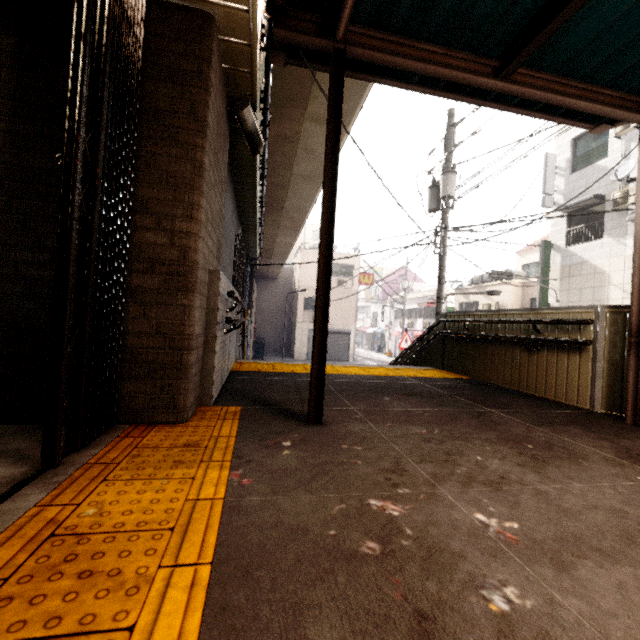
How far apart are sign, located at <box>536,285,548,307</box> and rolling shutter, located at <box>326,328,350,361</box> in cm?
1439

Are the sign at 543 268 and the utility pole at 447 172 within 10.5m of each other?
yes

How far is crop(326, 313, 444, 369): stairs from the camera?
Result: 6.6m

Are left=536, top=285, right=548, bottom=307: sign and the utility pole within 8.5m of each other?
yes

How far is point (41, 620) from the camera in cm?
80

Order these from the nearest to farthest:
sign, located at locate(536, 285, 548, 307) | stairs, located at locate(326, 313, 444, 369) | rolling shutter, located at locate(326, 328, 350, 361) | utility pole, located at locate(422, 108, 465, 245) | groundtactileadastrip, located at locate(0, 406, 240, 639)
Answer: groundtactileadastrip, located at locate(0, 406, 240, 639), stairs, located at locate(326, 313, 444, 369), utility pole, located at locate(422, 108, 465, 245), sign, located at locate(536, 285, 548, 307), rolling shutter, located at locate(326, 328, 350, 361)

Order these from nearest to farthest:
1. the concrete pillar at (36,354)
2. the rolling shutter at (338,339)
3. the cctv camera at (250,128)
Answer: the concrete pillar at (36,354)
the cctv camera at (250,128)
the rolling shutter at (338,339)
